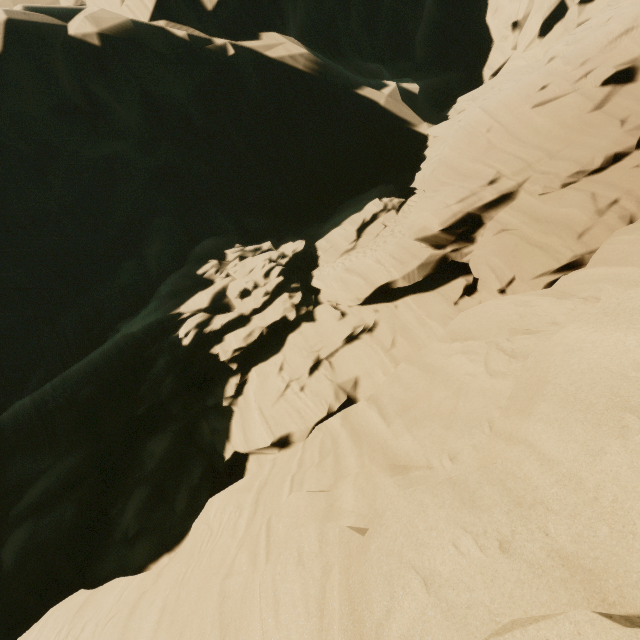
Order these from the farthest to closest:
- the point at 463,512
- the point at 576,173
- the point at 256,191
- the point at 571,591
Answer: the point at 256,191 < the point at 576,173 < the point at 463,512 < the point at 571,591
